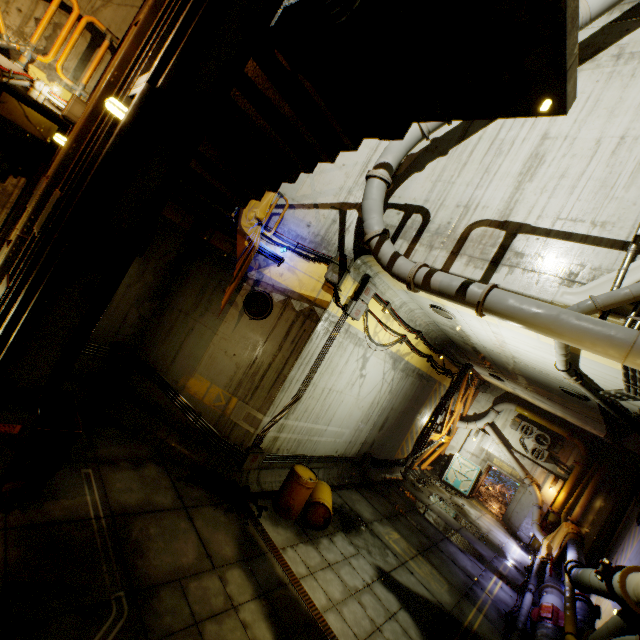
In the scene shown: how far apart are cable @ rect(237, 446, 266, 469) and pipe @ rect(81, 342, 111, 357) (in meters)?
4.49

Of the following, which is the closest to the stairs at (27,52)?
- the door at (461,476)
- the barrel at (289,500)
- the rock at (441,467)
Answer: the barrel at (289,500)

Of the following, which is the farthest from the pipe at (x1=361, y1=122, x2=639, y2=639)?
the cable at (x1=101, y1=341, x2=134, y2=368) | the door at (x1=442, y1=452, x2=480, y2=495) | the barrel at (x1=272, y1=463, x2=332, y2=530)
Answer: the cable at (x1=101, y1=341, x2=134, y2=368)

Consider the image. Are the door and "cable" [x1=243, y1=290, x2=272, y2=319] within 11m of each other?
no

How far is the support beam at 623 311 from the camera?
4.8 meters

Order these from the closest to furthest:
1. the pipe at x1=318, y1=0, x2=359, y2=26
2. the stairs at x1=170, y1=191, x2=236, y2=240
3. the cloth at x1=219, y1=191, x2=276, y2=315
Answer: the pipe at x1=318, y1=0, x2=359, y2=26 < the stairs at x1=170, y1=191, x2=236, y2=240 < the cloth at x1=219, y1=191, x2=276, y2=315

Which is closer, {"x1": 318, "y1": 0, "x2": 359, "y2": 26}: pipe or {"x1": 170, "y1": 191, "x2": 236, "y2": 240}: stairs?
{"x1": 318, "y1": 0, "x2": 359, "y2": 26}: pipe

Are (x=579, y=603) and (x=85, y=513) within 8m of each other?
no
